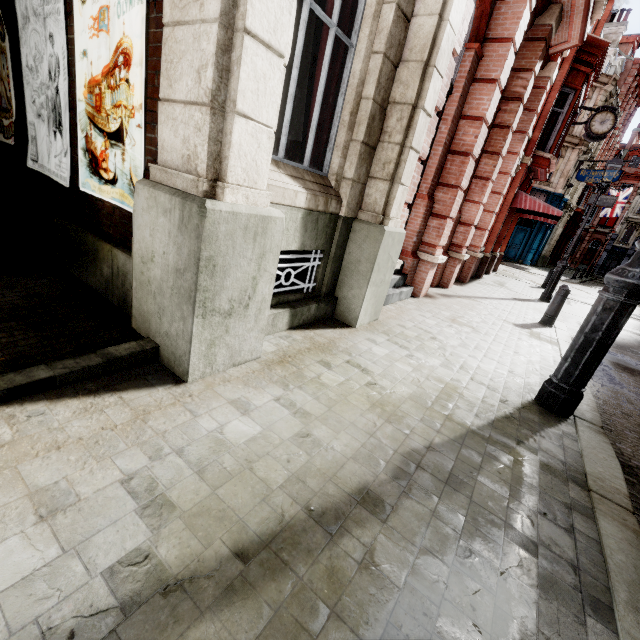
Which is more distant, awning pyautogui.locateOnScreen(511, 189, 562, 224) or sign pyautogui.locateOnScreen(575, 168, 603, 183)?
sign pyautogui.locateOnScreen(575, 168, 603, 183)

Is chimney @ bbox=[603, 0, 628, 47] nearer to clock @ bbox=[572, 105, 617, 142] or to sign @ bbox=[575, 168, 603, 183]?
sign @ bbox=[575, 168, 603, 183]

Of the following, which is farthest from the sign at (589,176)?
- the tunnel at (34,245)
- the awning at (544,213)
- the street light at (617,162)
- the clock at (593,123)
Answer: the tunnel at (34,245)

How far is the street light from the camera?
9.7 meters

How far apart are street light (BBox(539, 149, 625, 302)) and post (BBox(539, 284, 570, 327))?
4.7m

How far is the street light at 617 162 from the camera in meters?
9.7 m

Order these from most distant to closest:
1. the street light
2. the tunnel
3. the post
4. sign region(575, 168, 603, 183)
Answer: sign region(575, 168, 603, 183)
the street light
the post
the tunnel

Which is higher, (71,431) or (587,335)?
(587,335)
